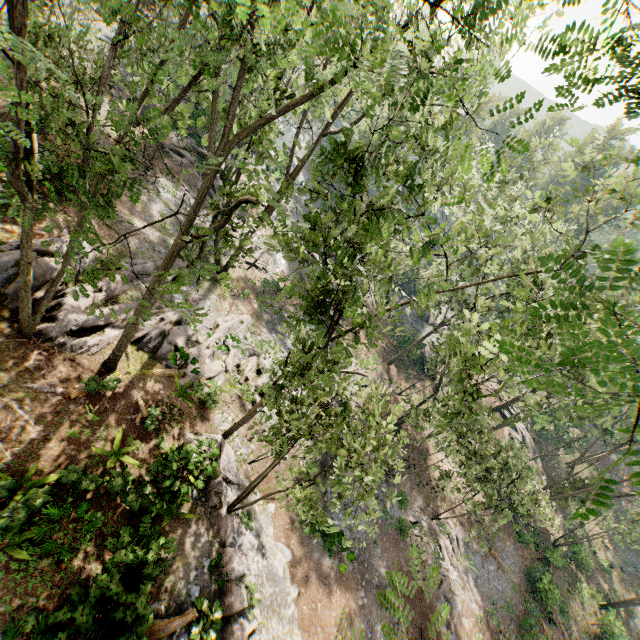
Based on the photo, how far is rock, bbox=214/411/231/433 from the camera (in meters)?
17.14

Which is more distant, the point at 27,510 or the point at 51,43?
the point at 51,43

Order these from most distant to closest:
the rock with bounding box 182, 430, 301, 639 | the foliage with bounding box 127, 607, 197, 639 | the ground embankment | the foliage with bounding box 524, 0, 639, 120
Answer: the ground embankment
the rock with bounding box 182, 430, 301, 639
the foliage with bounding box 127, 607, 197, 639
the foliage with bounding box 524, 0, 639, 120

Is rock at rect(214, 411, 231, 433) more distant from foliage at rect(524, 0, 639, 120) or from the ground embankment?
the ground embankment

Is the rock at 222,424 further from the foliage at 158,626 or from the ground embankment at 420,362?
the ground embankment at 420,362

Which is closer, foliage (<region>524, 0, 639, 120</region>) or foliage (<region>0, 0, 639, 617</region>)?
foliage (<region>524, 0, 639, 120</region>)

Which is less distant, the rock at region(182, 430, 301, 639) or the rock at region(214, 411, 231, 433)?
the rock at region(182, 430, 301, 639)

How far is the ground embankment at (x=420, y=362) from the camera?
39.2m
